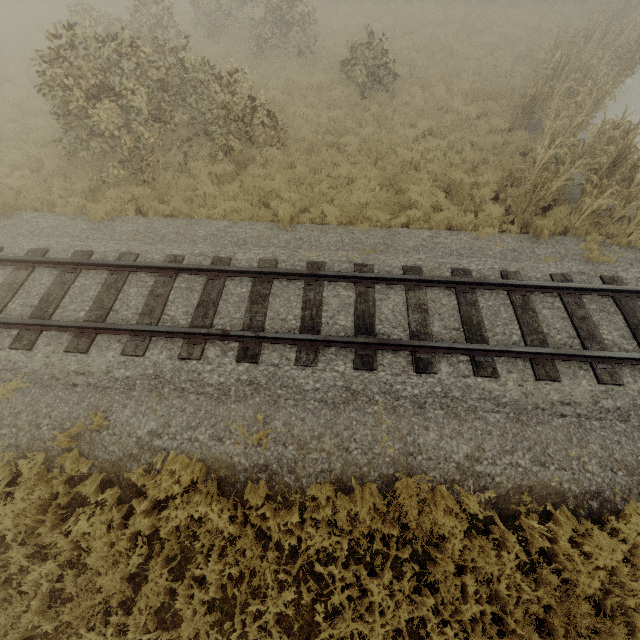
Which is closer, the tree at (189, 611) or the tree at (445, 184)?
the tree at (189, 611)

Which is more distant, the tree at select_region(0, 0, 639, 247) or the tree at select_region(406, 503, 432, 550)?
the tree at select_region(0, 0, 639, 247)

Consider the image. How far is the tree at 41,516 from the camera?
4.6 meters

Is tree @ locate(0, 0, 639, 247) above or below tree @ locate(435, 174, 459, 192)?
above

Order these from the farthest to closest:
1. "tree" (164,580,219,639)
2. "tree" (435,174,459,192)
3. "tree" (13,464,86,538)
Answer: "tree" (435,174,459,192)
"tree" (13,464,86,538)
"tree" (164,580,219,639)

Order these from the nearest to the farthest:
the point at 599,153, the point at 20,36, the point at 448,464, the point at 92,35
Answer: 1. the point at 448,464
2. the point at 92,35
3. the point at 599,153
4. the point at 20,36

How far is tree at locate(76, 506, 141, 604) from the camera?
4.21m
